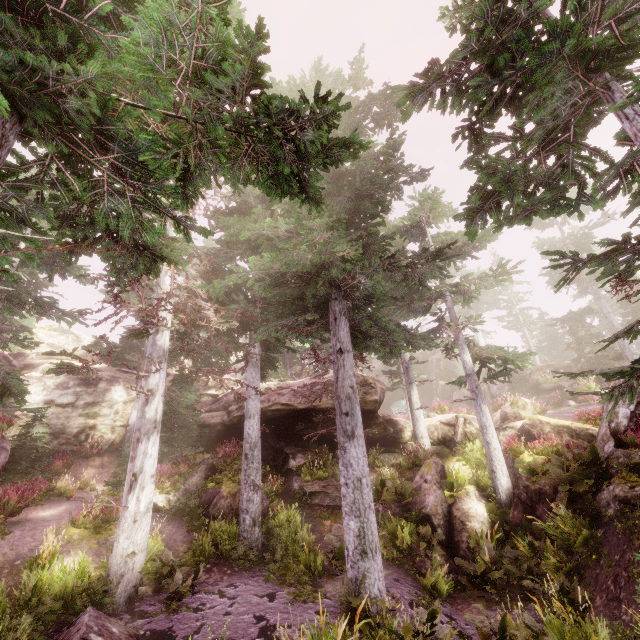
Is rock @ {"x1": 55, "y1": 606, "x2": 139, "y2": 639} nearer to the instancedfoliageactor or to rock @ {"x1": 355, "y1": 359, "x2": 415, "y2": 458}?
the instancedfoliageactor

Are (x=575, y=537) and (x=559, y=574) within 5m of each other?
yes

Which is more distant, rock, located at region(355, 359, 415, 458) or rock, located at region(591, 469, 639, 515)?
rock, located at region(355, 359, 415, 458)

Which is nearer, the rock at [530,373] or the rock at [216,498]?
the rock at [216,498]

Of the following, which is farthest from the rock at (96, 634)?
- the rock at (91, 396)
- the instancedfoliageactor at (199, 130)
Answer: the rock at (91, 396)

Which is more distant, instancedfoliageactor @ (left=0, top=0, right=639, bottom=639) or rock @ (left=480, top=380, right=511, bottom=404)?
Result: rock @ (left=480, top=380, right=511, bottom=404)

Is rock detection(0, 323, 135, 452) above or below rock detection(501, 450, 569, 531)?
above
